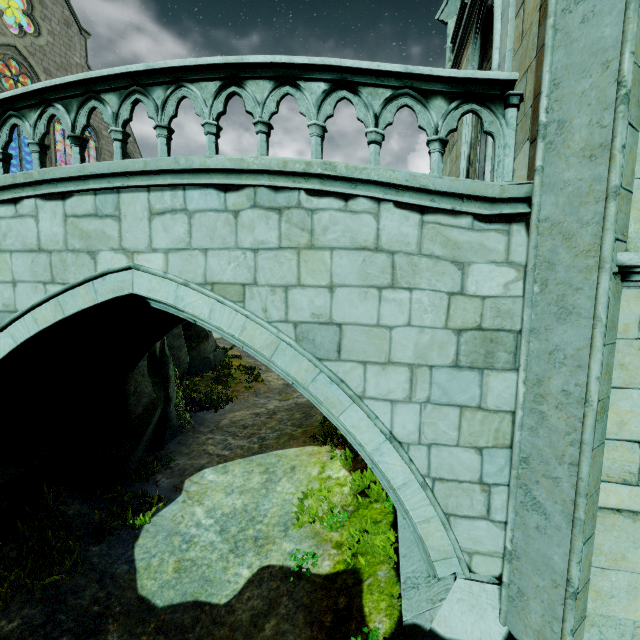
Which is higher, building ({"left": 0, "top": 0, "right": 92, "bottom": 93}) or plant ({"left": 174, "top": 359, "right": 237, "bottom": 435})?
building ({"left": 0, "top": 0, "right": 92, "bottom": 93})

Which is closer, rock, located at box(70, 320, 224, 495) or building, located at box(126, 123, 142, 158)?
rock, located at box(70, 320, 224, 495)

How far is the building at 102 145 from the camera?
27.9m

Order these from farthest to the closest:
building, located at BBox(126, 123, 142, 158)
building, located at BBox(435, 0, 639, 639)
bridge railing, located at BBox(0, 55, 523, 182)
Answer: building, located at BBox(126, 123, 142, 158) → bridge railing, located at BBox(0, 55, 523, 182) → building, located at BBox(435, 0, 639, 639)

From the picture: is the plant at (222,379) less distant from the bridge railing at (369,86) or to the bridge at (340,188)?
the bridge at (340,188)

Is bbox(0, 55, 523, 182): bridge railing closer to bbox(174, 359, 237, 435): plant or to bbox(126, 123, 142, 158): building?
bbox(126, 123, 142, 158): building

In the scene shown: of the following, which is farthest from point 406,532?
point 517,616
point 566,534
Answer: point 566,534

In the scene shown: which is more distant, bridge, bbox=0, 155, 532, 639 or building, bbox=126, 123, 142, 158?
building, bbox=126, 123, 142, 158
